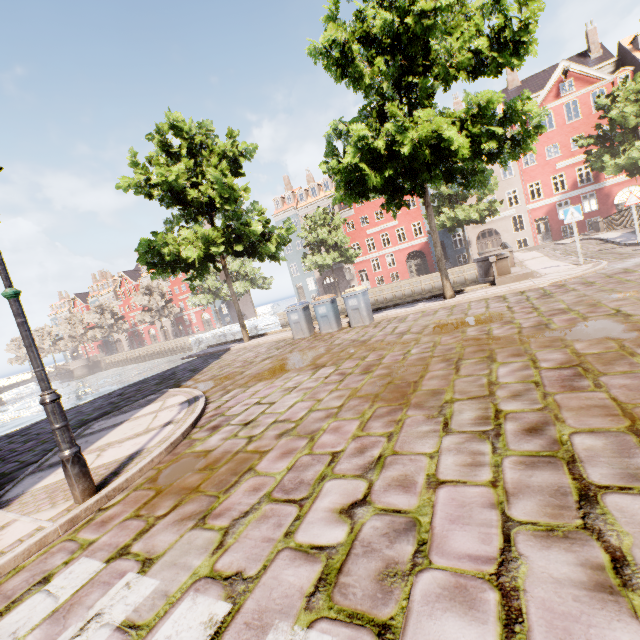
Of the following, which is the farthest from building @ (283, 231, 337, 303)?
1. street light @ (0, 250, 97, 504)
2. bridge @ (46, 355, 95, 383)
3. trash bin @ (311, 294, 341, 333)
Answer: bridge @ (46, 355, 95, 383)

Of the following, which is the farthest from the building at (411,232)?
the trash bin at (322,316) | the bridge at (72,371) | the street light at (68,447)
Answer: the bridge at (72,371)

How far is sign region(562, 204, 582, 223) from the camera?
10.6 meters

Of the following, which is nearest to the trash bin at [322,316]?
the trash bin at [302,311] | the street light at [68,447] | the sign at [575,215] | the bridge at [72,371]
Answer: the trash bin at [302,311]

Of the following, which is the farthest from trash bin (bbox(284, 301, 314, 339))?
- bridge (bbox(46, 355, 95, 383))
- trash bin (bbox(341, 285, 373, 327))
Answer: bridge (bbox(46, 355, 95, 383))

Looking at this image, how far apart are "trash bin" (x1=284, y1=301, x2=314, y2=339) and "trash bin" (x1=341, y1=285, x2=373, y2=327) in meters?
1.8

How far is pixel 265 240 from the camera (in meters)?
14.78

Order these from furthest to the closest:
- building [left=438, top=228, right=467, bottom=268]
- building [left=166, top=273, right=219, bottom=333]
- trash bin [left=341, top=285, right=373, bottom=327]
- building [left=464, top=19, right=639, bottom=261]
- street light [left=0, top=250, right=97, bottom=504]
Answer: building [left=166, top=273, right=219, bottom=333], building [left=438, top=228, right=467, bottom=268], building [left=464, top=19, right=639, bottom=261], trash bin [left=341, top=285, right=373, bottom=327], street light [left=0, top=250, right=97, bottom=504]
